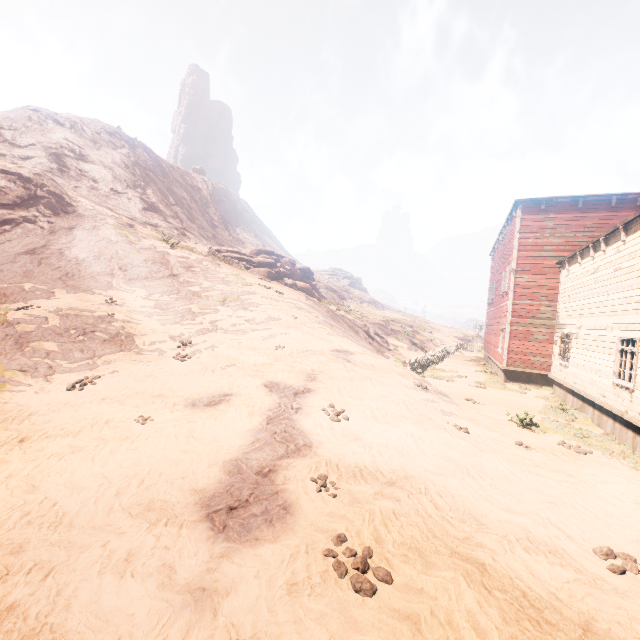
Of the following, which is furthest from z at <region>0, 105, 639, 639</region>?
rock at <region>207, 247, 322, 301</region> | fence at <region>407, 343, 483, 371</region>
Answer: rock at <region>207, 247, 322, 301</region>

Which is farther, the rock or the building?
the rock

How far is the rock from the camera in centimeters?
2826cm

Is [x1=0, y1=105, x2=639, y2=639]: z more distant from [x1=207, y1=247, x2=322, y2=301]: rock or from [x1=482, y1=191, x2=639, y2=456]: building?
[x1=207, y1=247, x2=322, y2=301]: rock

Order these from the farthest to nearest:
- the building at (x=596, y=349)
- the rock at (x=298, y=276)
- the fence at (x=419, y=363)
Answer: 1. the rock at (x=298, y=276)
2. the fence at (x=419, y=363)
3. the building at (x=596, y=349)

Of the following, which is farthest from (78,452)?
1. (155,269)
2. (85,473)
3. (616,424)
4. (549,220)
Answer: (549,220)

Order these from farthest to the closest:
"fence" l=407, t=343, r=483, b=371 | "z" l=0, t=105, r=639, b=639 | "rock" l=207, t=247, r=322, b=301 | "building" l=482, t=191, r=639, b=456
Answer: "rock" l=207, t=247, r=322, b=301 → "fence" l=407, t=343, r=483, b=371 → "building" l=482, t=191, r=639, b=456 → "z" l=0, t=105, r=639, b=639

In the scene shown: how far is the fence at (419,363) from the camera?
20.09m
